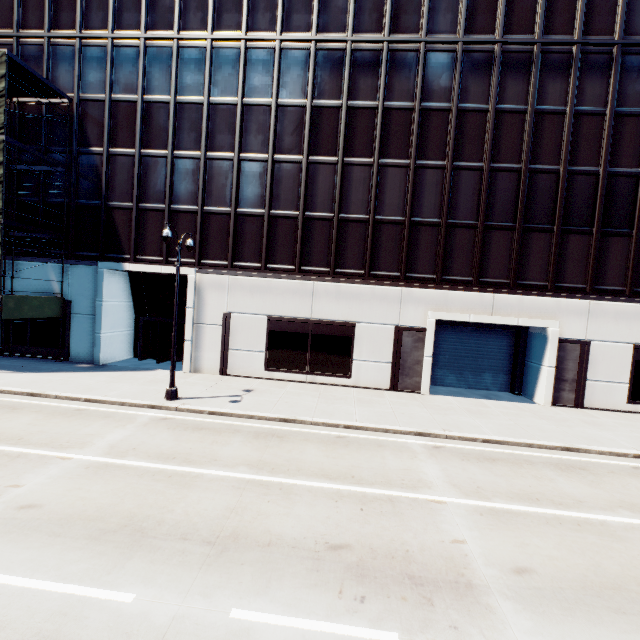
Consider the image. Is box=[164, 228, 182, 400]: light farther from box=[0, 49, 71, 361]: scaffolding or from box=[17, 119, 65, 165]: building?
box=[0, 49, 71, 361]: scaffolding

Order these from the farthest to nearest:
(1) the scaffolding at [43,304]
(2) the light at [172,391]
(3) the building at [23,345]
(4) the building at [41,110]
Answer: (3) the building at [23,345] → (4) the building at [41,110] → (1) the scaffolding at [43,304] → (2) the light at [172,391]

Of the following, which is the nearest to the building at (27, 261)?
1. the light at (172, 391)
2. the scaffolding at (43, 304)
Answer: the scaffolding at (43, 304)

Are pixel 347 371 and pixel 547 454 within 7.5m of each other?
no

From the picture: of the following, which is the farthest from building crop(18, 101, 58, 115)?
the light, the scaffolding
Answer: the light

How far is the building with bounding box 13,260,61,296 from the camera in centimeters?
1958cm

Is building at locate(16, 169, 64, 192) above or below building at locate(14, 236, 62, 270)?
above
